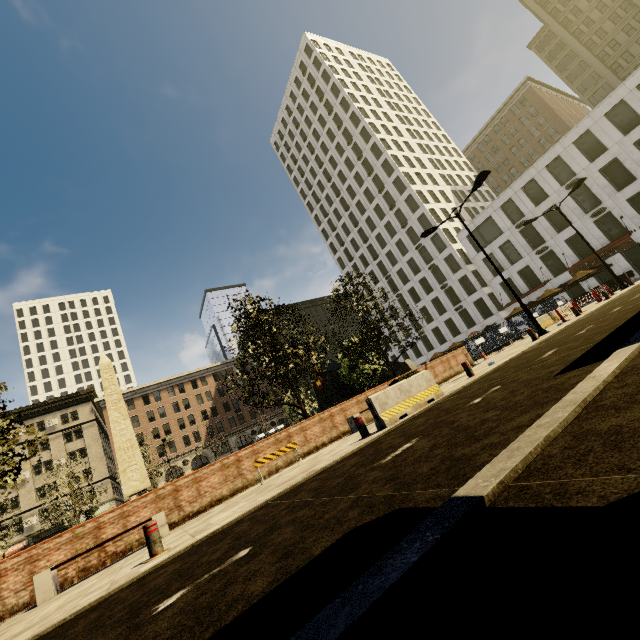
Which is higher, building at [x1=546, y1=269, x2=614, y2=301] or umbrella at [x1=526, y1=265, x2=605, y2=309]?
umbrella at [x1=526, y1=265, x2=605, y2=309]

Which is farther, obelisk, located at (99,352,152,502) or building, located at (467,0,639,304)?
building, located at (467,0,639,304)

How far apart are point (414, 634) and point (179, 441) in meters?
60.6 m

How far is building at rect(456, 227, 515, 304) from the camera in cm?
4244

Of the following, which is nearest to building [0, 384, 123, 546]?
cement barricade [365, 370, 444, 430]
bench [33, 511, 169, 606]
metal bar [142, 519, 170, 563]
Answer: cement barricade [365, 370, 444, 430]

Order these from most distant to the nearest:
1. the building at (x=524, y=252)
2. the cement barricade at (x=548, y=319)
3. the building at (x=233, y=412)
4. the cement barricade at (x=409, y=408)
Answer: the building at (x=233, y=412), the building at (x=524, y=252), the cement barricade at (x=548, y=319), the cement barricade at (x=409, y=408)

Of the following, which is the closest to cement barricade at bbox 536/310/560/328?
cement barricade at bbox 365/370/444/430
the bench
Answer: cement barricade at bbox 365/370/444/430

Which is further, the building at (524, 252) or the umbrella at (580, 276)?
the building at (524, 252)
